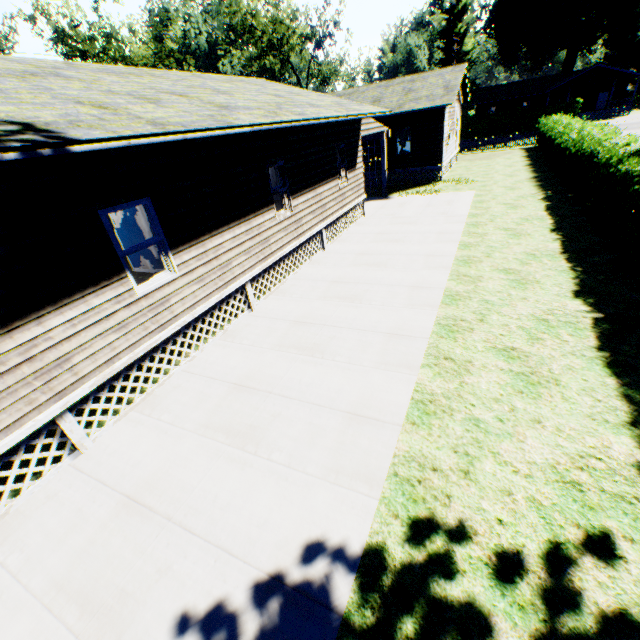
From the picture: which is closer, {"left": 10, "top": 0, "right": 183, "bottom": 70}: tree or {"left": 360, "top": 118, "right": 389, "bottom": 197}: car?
{"left": 360, "top": 118, "right": 389, "bottom": 197}: car

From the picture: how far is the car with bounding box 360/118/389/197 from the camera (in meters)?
15.50

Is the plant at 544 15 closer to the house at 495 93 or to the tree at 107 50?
the house at 495 93

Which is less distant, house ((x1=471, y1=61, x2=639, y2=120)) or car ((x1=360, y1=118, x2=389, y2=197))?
car ((x1=360, y1=118, x2=389, y2=197))

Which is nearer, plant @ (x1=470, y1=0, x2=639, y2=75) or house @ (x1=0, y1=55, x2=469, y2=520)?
house @ (x1=0, y1=55, x2=469, y2=520)

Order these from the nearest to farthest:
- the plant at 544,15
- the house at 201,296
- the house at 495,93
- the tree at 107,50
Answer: the house at 201,296 < the tree at 107,50 < the plant at 544,15 < the house at 495,93

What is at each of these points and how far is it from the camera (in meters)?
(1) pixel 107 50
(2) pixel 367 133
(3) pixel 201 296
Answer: (1) tree, 38.88
(2) car, 15.71
(3) house, 7.45

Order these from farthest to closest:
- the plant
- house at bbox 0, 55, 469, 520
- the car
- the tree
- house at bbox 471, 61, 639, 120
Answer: house at bbox 471, 61, 639, 120, the plant, the tree, the car, house at bbox 0, 55, 469, 520
